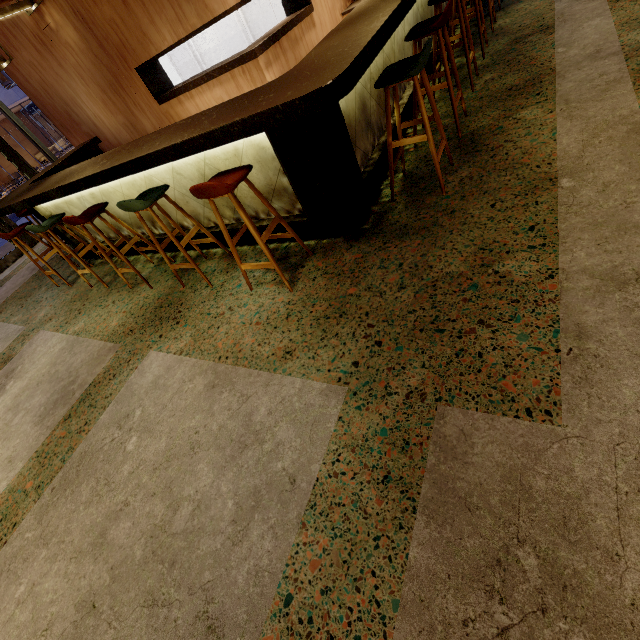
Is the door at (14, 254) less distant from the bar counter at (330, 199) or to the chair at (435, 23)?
the bar counter at (330, 199)

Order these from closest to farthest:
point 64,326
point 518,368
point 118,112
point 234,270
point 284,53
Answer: point 518,368 < point 234,270 < point 64,326 < point 284,53 < point 118,112

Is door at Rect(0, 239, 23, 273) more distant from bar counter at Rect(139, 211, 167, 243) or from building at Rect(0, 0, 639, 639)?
bar counter at Rect(139, 211, 167, 243)

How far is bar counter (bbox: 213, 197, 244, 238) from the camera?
3.2 meters

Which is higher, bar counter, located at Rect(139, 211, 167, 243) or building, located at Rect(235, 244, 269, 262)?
bar counter, located at Rect(139, 211, 167, 243)

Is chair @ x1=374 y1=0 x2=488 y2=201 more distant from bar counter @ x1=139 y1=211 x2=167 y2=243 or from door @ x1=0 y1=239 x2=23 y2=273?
door @ x1=0 y1=239 x2=23 y2=273

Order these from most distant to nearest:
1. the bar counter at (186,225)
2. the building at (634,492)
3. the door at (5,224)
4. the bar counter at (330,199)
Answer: the door at (5,224)
the bar counter at (186,225)
the bar counter at (330,199)
the building at (634,492)
